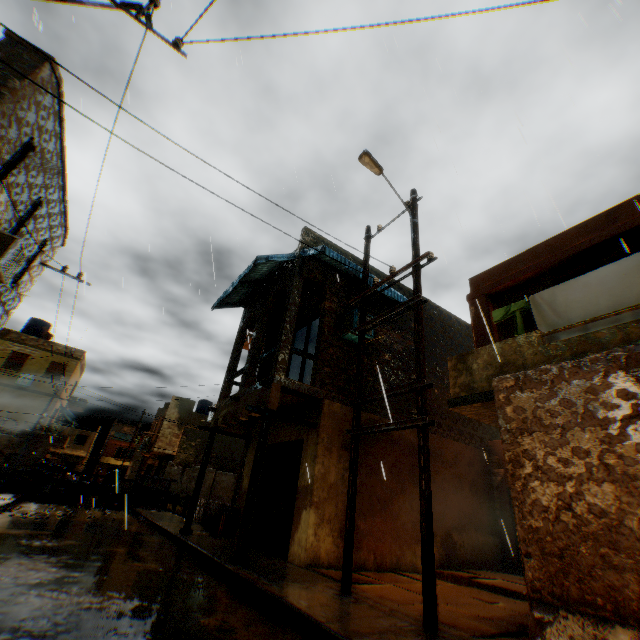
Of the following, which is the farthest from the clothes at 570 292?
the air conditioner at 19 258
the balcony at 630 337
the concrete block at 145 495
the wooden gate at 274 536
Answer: the concrete block at 145 495

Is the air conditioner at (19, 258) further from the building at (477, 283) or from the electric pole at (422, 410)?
the electric pole at (422, 410)

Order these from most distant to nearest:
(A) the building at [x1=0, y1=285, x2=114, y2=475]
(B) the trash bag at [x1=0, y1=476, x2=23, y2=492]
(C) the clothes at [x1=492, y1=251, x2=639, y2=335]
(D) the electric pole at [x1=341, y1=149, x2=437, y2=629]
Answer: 1. (A) the building at [x1=0, y1=285, x2=114, y2=475]
2. (B) the trash bag at [x1=0, y1=476, x2=23, y2=492]
3. (C) the clothes at [x1=492, y1=251, x2=639, y2=335]
4. (D) the electric pole at [x1=341, y1=149, x2=437, y2=629]

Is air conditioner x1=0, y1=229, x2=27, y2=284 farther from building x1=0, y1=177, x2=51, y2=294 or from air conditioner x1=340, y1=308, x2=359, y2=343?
air conditioner x1=340, y1=308, x2=359, y2=343

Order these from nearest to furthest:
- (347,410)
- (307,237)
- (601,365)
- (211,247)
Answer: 1. (601,365)
2. (211,247)
3. (347,410)
4. (307,237)

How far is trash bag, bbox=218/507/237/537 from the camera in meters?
10.4 m

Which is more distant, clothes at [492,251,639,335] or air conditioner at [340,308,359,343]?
air conditioner at [340,308,359,343]

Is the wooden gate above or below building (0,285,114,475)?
below
